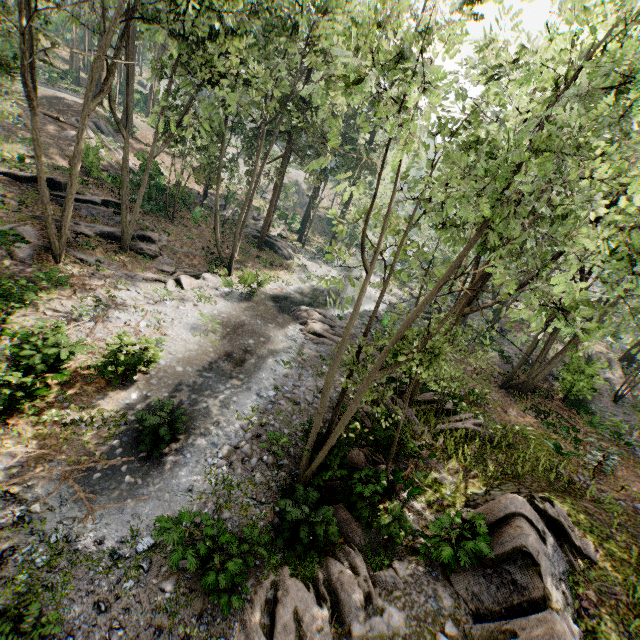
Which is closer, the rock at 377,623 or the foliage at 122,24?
the foliage at 122,24

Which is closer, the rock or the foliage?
the foliage

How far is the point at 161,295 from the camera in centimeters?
1978cm
